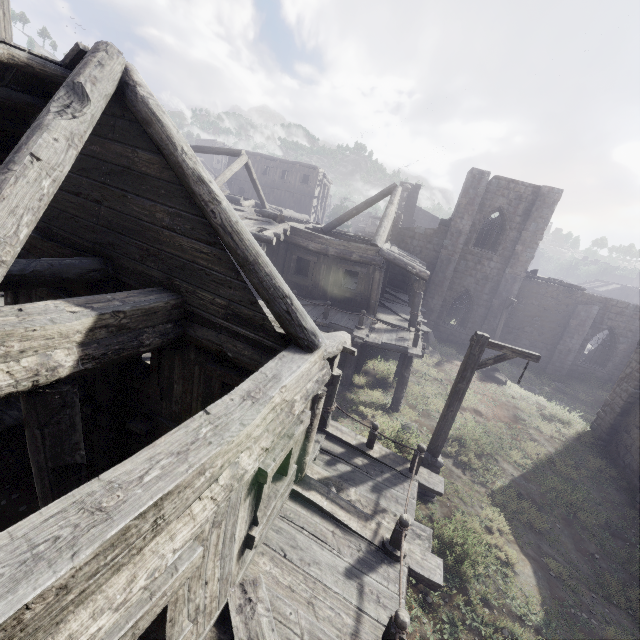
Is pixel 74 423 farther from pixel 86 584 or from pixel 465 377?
pixel 465 377

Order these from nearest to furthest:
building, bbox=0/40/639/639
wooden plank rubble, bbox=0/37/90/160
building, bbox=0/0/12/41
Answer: building, bbox=0/40/639/639 < wooden plank rubble, bbox=0/37/90/160 < building, bbox=0/0/12/41

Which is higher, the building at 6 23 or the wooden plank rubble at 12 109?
the building at 6 23

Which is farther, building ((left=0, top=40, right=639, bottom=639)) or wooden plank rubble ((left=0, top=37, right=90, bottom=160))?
wooden plank rubble ((left=0, top=37, right=90, bottom=160))

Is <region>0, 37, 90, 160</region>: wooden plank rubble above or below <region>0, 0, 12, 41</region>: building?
below

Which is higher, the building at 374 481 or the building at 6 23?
the building at 6 23

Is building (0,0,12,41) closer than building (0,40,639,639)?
No
